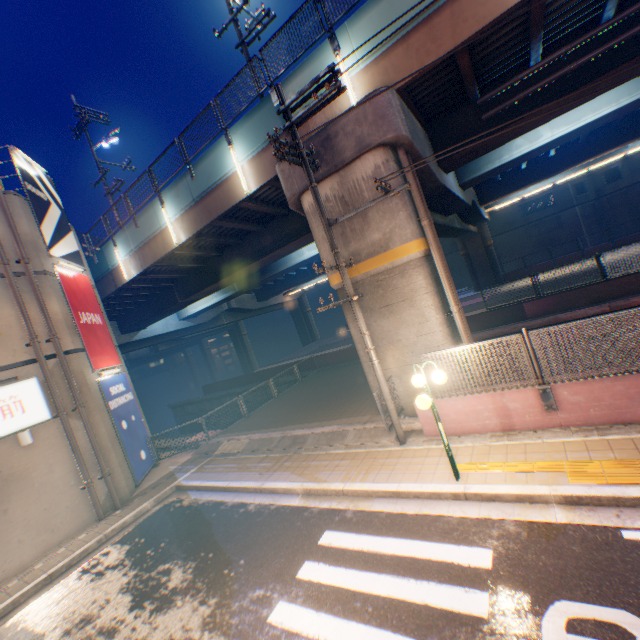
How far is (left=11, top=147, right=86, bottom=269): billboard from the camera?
12.25m

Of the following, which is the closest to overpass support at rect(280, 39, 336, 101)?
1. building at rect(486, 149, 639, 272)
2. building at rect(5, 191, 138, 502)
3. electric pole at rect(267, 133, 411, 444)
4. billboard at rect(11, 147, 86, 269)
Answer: electric pole at rect(267, 133, 411, 444)

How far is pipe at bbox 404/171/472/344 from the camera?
9.21m

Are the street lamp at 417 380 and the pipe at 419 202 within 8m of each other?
yes

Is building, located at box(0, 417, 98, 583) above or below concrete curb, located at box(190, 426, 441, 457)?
above

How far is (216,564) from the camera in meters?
6.8

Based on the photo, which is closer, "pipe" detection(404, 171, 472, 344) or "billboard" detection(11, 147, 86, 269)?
"pipe" detection(404, 171, 472, 344)

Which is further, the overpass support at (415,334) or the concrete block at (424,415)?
the overpass support at (415,334)
